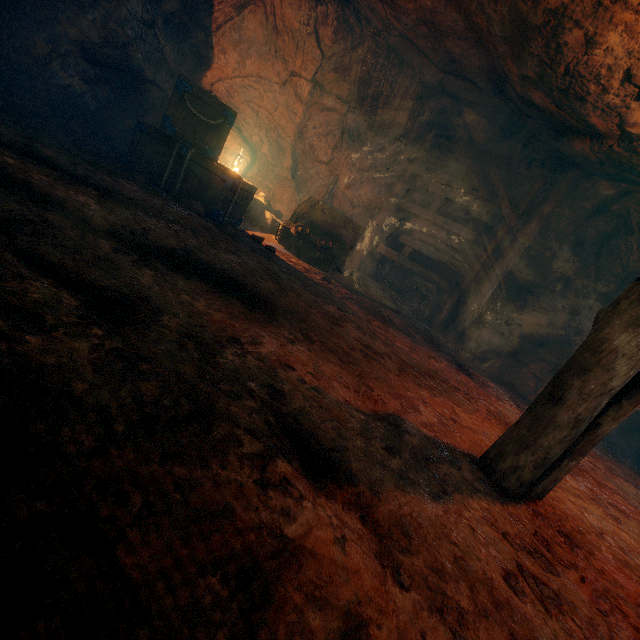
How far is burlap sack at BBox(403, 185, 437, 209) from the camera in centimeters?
966cm

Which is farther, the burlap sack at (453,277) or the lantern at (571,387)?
the burlap sack at (453,277)

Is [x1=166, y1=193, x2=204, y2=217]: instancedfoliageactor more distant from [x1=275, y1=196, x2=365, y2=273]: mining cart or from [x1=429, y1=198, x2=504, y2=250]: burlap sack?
[x1=275, y1=196, x2=365, y2=273]: mining cart

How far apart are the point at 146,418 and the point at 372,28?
9.74m

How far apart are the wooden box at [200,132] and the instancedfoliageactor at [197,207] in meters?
0.2 m

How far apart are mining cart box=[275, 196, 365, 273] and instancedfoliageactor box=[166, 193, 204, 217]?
1.76m

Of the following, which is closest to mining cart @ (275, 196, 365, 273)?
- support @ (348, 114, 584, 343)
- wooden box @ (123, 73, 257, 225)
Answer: wooden box @ (123, 73, 257, 225)

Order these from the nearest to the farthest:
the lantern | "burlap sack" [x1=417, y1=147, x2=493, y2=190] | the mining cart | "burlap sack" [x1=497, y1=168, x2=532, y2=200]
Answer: the lantern → the mining cart → "burlap sack" [x1=497, y1=168, x2=532, y2=200] → "burlap sack" [x1=417, y1=147, x2=493, y2=190]
